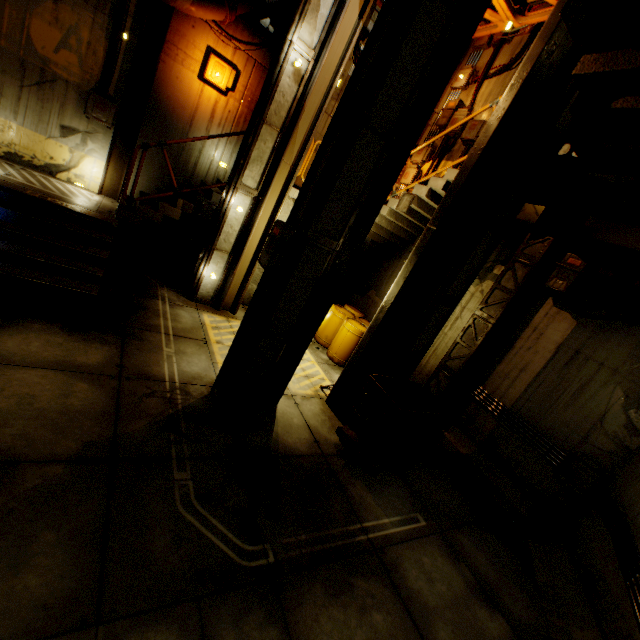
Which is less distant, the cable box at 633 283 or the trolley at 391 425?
the trolley at 391 425

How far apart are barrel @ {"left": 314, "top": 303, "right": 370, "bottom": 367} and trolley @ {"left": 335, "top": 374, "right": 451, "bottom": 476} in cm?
240

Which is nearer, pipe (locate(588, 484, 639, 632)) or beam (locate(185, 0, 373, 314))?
pipe (locate(588, 484, 639, 632))

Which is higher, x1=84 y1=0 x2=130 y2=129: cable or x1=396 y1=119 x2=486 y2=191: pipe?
x1=396 y1=119 x2=486 y2=191: pipe

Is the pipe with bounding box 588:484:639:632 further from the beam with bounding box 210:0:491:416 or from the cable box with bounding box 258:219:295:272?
the cable box with bounding box 258:219:295:272

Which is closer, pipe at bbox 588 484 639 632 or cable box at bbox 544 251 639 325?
pipe at bbox 588 484 639 632

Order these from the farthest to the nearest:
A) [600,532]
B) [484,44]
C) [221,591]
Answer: [484,44] < [600,532] < [221,591]

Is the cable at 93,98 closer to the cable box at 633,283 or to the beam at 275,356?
the beam at 275,356
